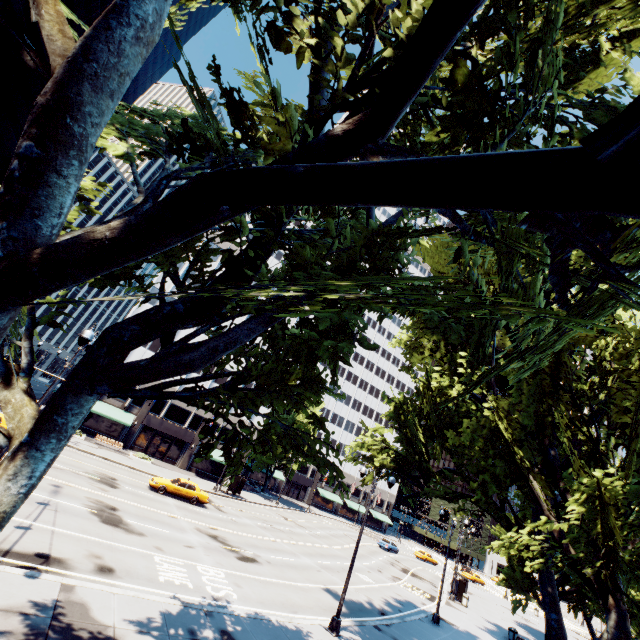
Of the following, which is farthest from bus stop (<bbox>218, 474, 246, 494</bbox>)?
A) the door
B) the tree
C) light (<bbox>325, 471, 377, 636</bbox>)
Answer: light (<bbox>325, 471, 377, 636</bbox>)

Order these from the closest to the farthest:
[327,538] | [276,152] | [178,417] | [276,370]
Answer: [276,152] < [276,370] < [327,538] < [178,417]

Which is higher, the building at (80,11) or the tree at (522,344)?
the building at (80,11)

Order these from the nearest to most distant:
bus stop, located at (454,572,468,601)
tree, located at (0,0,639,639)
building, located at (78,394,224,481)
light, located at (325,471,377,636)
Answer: tree, located at (0,0,639,639), light, located at (325,471,377,636), bus stop, located at (454,572,468,601), building, located at (78,394,224,481)

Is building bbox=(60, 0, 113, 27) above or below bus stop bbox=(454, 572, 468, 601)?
above

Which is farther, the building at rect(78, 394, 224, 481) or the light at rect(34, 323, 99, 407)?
the building at rect(78, 394, 224, 481)

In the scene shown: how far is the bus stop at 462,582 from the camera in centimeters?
3456cm

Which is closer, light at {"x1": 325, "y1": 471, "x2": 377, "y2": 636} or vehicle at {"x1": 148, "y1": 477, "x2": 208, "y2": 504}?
light at {"x1": 325, "y1": 471, "x2": 377, "y2": 636}
